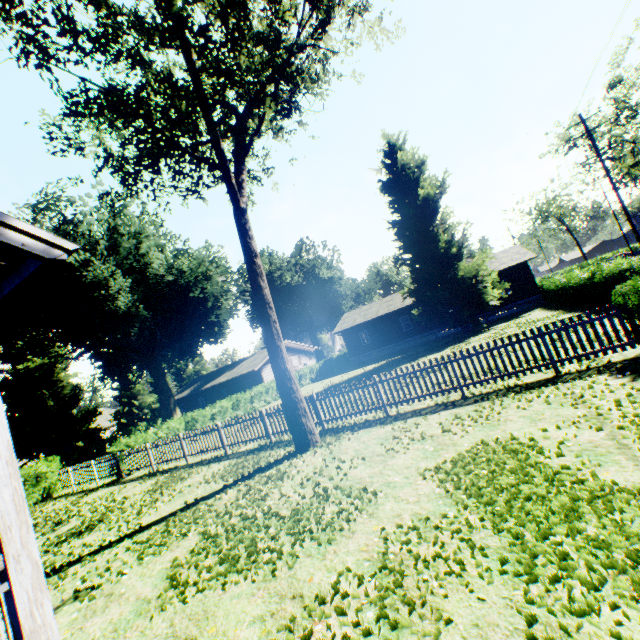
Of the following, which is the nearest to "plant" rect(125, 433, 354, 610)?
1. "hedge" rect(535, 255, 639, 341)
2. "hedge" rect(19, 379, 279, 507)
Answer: "hedge" rect(19, 379, 279, 507)

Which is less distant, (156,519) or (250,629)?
(250,629)

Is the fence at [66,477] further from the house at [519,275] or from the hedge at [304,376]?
the house at [519,275]

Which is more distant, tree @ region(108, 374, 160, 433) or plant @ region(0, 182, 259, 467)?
tree @ region(108, 374, 160, 433)

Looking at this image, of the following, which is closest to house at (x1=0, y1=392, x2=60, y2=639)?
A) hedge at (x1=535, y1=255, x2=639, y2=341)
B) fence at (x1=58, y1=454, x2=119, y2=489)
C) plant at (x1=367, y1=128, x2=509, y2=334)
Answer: plant at (x1=367, y1=128, x2=509, y2=334)

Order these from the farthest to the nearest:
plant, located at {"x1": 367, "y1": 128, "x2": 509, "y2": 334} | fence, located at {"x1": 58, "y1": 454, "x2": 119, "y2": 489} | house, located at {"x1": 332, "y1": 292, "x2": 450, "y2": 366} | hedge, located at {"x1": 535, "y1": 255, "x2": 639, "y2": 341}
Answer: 1. house, located at {"x1": 332, "y1": 292, "x2": 450, "y2": 366}
2. plant, located at {"x1": 367, "y1": 128, "x2": 509, "y2": 334}
3. fence, located at {"x1": 58, "y1": 454, "x2": 119, "y2": 489}
4. hedge, located at {"x1": 535, "y1": 255, "x2": 639, "y2": 341}

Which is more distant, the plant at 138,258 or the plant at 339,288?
the plant at 339,288

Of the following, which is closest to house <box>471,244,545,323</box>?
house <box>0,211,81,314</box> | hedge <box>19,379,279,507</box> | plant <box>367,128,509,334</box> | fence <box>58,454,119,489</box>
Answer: plant <box>367,128,509,334</box>
